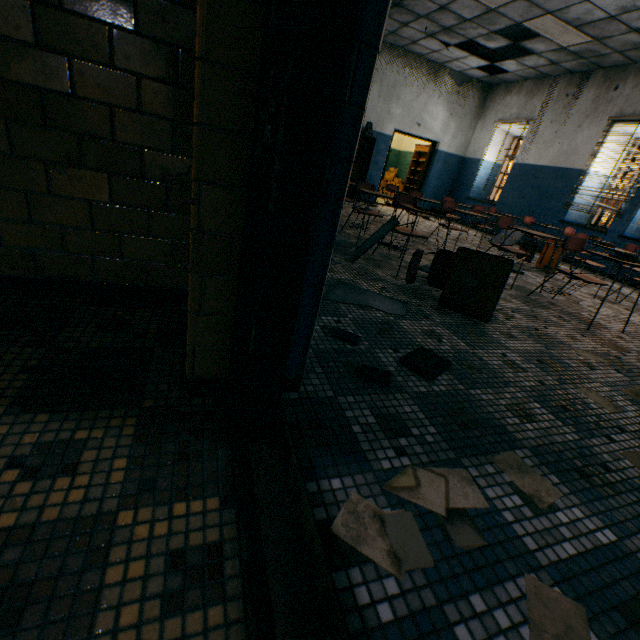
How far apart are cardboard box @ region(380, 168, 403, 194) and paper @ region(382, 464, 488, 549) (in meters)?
14.23

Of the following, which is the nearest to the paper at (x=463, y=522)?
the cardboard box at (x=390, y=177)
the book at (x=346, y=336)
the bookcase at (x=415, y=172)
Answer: the book at (x=346, y=336)

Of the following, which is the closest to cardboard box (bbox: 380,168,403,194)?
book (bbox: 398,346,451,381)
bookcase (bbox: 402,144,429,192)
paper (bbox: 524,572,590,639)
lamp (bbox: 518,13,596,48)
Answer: bookcase (bbox: 402,144,429,192)

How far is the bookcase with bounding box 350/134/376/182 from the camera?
9.3m

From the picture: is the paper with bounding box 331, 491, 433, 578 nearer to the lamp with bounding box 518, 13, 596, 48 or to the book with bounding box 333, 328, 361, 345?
the book with bounding box 333, 328, 361, 345

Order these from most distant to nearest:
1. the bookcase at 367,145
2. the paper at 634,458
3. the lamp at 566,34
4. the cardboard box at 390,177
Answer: the cardboard box at 390,177 < the bookcase at 367,145 < the lamp at 566,34 < the paper at 634,458

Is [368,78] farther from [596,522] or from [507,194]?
[507,194]

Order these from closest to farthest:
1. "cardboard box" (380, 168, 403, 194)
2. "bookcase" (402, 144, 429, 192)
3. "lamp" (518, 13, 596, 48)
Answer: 1. "lamp" (518, 13, 596, 48)
2. "bookcase" (402, 144, 429, 192)
3. "cardboard box" (380, 168, 403, 194)
